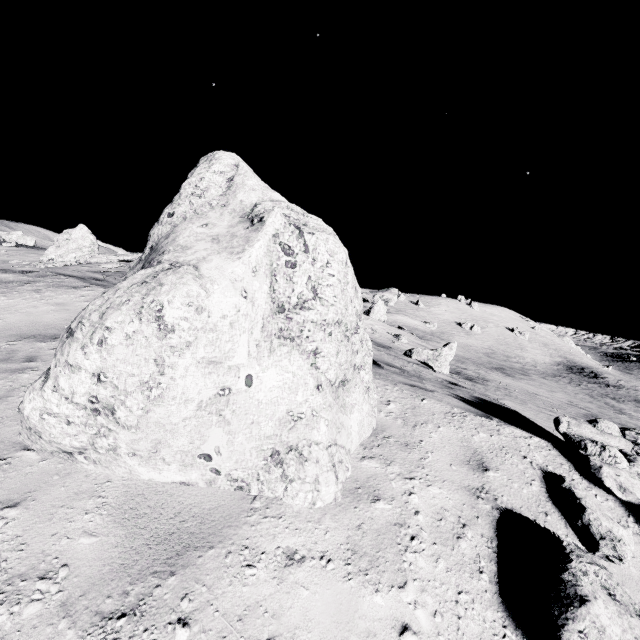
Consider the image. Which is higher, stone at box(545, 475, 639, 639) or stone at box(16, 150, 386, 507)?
stone at box(16, 150, 386, 507)

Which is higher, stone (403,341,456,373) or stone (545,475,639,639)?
stone (403,341,456,373)

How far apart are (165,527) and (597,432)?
4.6 meters

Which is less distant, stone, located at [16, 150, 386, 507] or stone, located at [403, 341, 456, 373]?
stone, located at [16, 150, 386, 507]

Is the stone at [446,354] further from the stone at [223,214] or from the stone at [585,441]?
the stone at [585,441]

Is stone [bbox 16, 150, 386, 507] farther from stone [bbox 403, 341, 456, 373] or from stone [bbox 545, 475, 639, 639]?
stone [bbox 545, 475, 639, 639]

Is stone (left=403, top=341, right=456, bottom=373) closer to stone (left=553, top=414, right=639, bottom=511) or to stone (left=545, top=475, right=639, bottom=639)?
stone (left=553, top=414, right=639, bottom=511)

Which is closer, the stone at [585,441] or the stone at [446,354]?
the stone at [585,441]
